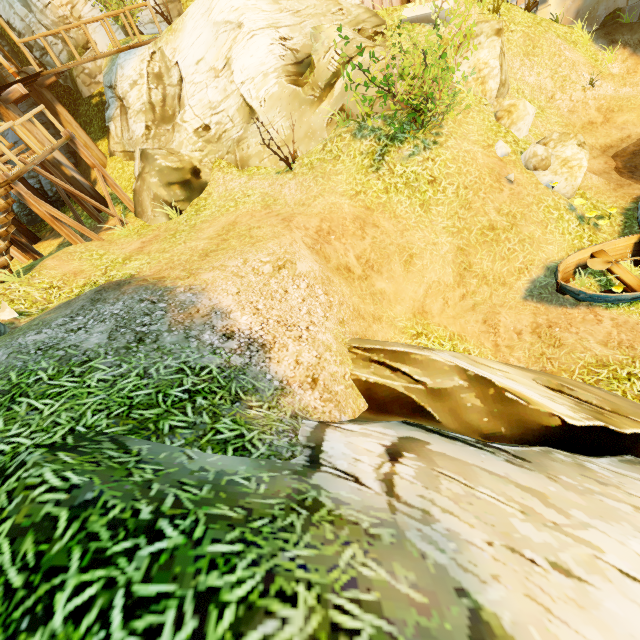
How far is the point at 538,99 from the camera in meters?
11.6

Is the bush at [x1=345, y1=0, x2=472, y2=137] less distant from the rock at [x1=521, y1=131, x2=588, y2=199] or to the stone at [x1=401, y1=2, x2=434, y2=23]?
the rock at [x1=521, y1=131, x2=588, y2=199]

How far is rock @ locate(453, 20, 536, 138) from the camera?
8.6m

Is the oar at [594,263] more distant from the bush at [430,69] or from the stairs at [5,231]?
the stairs at [5,231]

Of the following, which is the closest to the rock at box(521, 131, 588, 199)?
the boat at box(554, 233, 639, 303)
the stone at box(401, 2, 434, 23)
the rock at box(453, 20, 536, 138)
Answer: the rock at box(453, 20, 536, 138)

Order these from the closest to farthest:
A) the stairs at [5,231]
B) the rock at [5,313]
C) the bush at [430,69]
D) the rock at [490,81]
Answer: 1. the rock at [5,313]
2. the bush at [430,69]
3. the stairs at [5,231]
4. the rock at [490,81]

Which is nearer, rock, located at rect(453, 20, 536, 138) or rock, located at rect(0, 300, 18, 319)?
rock, located at rect(0, 300, 18, 319)

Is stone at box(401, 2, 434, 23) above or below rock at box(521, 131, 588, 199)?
above
